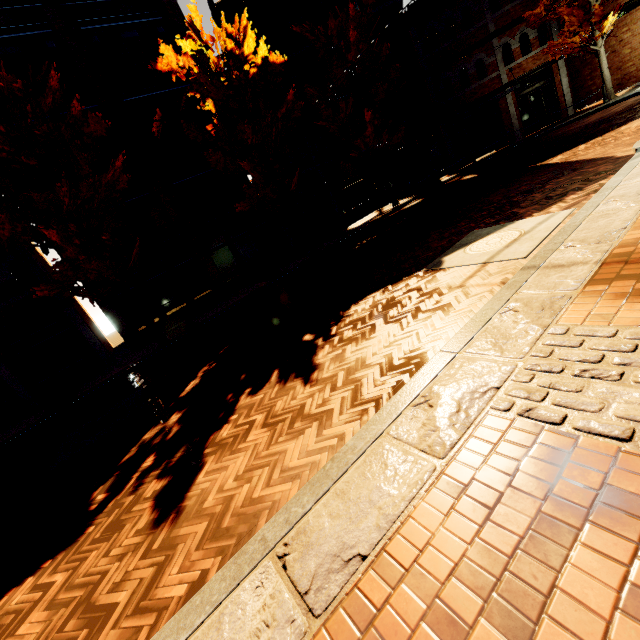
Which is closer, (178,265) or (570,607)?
(570,607)

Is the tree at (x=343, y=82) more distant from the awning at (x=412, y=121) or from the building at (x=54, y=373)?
the awning at (x=412, y=121)

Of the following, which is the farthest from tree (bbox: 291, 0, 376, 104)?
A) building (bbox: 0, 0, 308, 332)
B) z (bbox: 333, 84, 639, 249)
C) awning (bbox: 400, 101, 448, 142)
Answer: z (bbox: 333, 84, 639, 249)

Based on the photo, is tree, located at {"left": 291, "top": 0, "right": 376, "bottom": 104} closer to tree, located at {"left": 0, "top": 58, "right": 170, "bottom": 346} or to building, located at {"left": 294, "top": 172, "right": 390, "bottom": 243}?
tree, located at {"left": 0, "top": 58, "right": 170, "bottom": 346}

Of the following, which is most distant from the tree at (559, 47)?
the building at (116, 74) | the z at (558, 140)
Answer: the z at (558, 140)

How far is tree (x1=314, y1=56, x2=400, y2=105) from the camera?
15.87m

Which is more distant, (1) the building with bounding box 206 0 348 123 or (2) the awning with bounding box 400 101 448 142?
(1) the building with bounding box 206 0 348 123

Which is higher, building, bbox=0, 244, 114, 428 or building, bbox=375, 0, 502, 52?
building, bbox=375, 0, 502, 52
